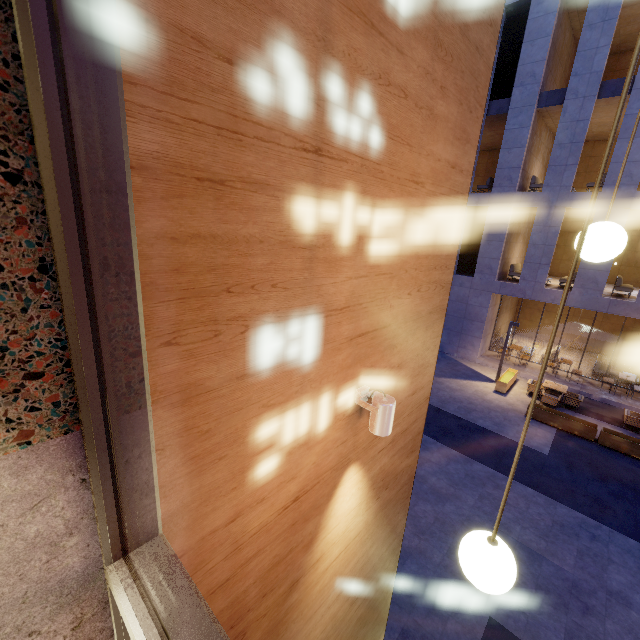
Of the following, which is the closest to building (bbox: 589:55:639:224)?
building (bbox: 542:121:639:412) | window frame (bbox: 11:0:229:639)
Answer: building (bbox: 542:121:639:412)

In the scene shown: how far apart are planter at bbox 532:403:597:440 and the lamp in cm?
1218

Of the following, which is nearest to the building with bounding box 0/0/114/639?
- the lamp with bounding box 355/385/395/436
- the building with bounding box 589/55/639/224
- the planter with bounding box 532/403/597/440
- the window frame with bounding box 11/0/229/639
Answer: the window frame with bounding box 11/0/229/639

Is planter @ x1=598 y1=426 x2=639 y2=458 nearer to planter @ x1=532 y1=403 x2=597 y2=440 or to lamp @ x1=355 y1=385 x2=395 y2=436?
planter @ x1=532 y1=403 x2=597 y2=440

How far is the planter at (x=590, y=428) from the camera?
10.7 meters

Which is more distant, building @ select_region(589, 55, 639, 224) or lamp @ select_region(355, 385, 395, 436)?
building @ select_region(589, 55, 639, 224)

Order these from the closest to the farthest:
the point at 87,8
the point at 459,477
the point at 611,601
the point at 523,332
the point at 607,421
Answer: the point at 87,8 → the point at 611,601 → the point at 459,477 → the point at 607,421 → the point at 523,332

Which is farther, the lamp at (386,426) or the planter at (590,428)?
the planter at (590,428)
